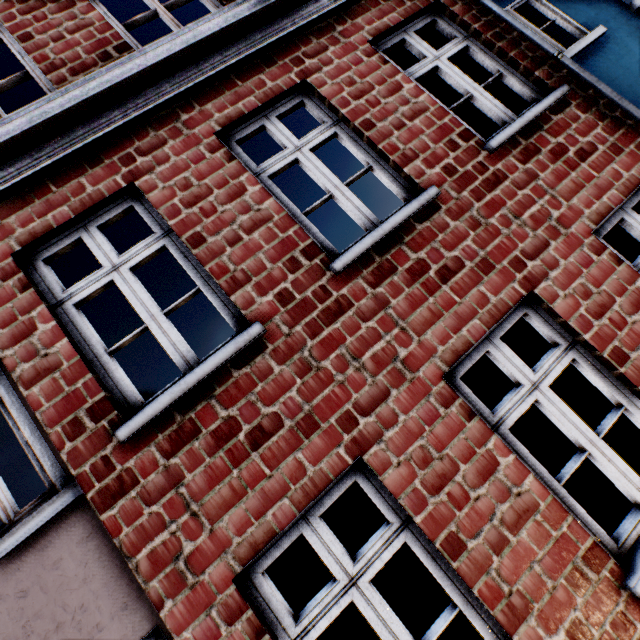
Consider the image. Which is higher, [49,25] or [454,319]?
[49,25]
